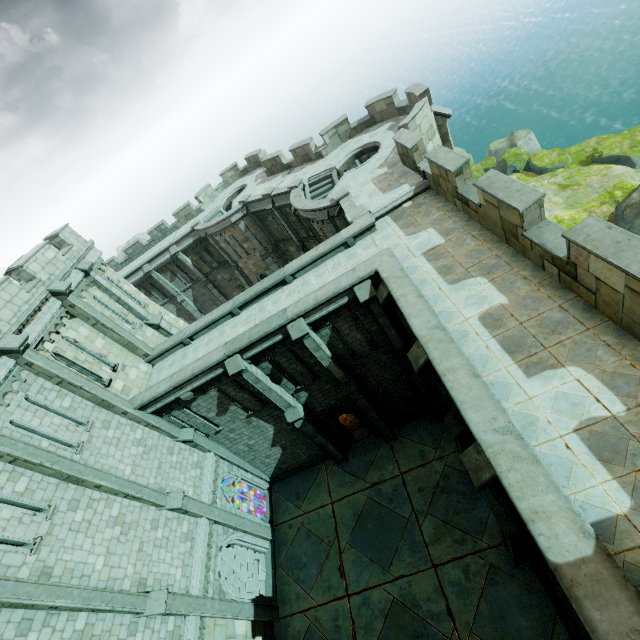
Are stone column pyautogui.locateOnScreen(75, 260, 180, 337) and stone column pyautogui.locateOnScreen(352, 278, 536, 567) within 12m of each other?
no

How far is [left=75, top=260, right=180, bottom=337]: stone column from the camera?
16.5 meters

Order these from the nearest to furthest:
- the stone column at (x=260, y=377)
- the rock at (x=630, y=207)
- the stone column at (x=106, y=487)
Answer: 1. the stone column at (x=106, y=487)
2. the stone column at (x=260, y=377)
3. the rock at (x=630, y=207)

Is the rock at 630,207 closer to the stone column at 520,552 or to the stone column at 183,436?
the stone column at 520,552

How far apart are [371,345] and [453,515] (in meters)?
8.58

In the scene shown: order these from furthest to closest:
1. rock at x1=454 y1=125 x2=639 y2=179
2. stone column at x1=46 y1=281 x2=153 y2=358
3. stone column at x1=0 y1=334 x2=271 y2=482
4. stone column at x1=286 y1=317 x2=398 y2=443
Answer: rock at x1=454 y1=125 x2=639 y2=179 < stone column at x1=46 y1=281 x2=153 y2=358 < stone column at x1=286 y1=317 x2=398 y2=443 < stone column at x1=0 y1=334 x2=271 y2=482

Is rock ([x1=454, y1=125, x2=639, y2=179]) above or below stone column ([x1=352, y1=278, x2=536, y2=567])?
below

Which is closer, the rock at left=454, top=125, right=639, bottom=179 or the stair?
the stair
